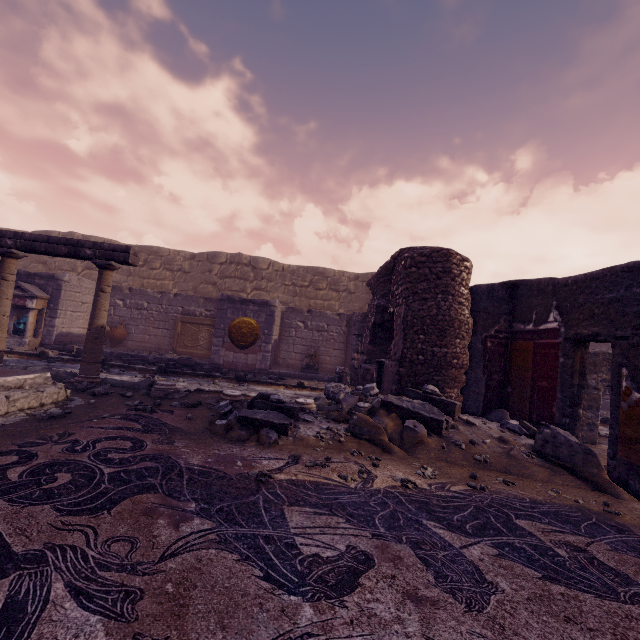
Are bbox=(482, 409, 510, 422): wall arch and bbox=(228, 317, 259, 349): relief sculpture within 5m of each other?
no

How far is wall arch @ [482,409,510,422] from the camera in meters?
5.6 m

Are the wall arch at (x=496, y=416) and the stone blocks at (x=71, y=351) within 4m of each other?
no

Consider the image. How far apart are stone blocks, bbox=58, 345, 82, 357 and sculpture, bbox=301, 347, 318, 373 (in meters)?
6.13

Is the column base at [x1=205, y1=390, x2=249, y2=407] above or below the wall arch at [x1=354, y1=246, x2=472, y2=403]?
below

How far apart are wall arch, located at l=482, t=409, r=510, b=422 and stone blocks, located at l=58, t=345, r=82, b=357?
10.4 meters

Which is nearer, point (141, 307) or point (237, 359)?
point (237, 359)

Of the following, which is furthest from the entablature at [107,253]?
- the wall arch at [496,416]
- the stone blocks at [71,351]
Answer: the wall arch at [496,416]
